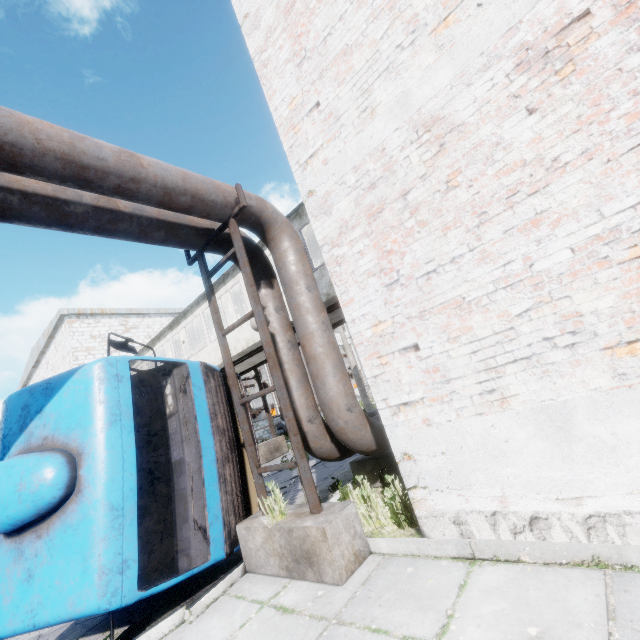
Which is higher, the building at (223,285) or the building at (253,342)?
the building at (223,285)

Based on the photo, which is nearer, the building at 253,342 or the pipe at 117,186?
the pipe at 117,186

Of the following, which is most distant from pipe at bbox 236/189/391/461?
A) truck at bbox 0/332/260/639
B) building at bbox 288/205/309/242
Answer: truck at bbox 0/332/260/639

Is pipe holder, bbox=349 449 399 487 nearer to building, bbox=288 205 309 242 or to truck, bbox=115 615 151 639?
truck, bbox=115 615 151 639

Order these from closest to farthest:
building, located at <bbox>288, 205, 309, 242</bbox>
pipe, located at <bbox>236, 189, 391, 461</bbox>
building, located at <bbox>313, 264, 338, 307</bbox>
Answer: pipe, located at <bbox>236, 189, 391, 461</bbox> → building, located at <bbox>313, 264, 338, 307</bbox> → building, located at <bbox>288, 205, 309, 242</bbox>

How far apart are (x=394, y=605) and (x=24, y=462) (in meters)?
4.19

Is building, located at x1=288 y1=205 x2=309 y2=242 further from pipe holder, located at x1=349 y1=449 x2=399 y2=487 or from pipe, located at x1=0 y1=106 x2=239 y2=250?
pipe holder, located at x1=349 y1=449 x2=399 y2=487
